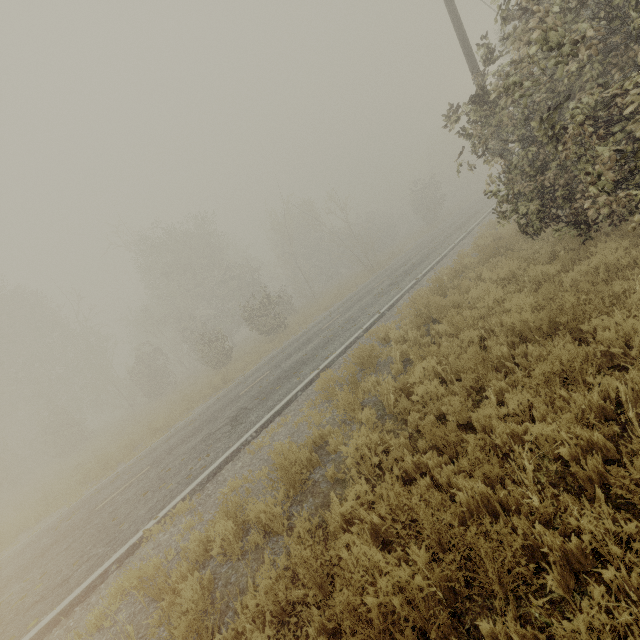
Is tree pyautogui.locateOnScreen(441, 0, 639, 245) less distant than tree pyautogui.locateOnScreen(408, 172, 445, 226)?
Yes

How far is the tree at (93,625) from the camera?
4.18m

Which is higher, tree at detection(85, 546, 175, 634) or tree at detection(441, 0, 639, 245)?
tree at detection(441, 0, 639, 245)

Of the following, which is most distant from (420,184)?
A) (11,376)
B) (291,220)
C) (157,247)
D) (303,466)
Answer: (11,376)

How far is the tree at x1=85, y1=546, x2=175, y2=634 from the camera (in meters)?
4.18
